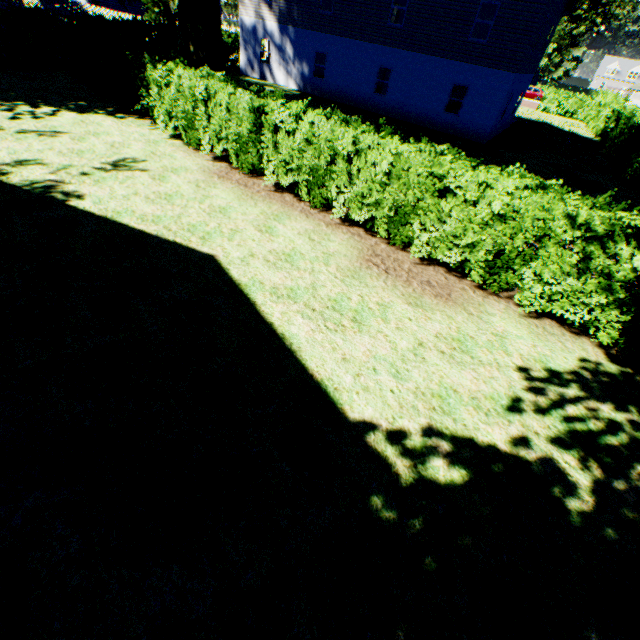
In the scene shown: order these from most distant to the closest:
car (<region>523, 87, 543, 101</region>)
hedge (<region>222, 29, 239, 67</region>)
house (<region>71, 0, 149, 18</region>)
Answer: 1. car (<region>523, 87, 543, 101</region>)
2. house (<region>71, 0, 149, 18</region>)
3. hedge (<region>222, 29, 239, 67</region>)

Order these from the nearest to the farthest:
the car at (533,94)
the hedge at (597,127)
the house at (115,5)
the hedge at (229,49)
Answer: the hedge at (597,127), the hedge at (229,49), the house at (115,5), the car at (533,94)

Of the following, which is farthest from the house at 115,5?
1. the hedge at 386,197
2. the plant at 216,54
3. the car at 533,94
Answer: the car at 533,94

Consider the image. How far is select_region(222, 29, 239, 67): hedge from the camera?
25.9 meters

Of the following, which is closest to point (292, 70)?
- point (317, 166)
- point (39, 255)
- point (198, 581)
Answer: point (317, 166)

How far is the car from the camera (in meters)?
46.81

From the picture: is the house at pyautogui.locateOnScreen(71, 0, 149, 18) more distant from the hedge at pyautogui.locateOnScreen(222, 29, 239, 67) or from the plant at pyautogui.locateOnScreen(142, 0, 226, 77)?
the hedge at pyautogui.locateOnScreen(222, 29, 239, 67)

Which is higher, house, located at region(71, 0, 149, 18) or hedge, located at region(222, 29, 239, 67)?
house, located at region(71, 0, 149, 18)
